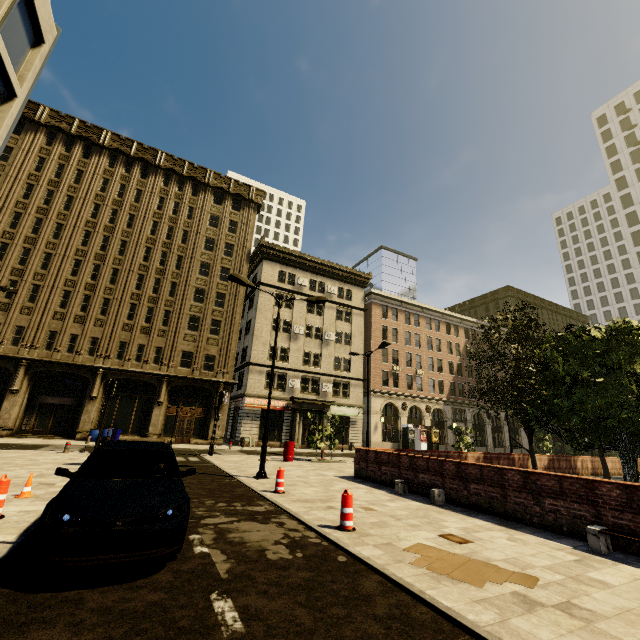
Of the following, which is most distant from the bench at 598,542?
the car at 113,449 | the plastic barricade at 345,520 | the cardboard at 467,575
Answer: the car at 113,449

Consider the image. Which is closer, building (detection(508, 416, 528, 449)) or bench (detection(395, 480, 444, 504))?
bench (detection(395, 480, 444, 504))

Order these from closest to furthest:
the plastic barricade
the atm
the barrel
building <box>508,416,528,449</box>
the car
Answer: the car < the plastic barricade < the barrel < the atm < building <box>508,416,528,449</box>

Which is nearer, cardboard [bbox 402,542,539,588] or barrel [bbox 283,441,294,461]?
cardboard [bbox 402,542,539,588]

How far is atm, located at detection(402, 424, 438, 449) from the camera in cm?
3819

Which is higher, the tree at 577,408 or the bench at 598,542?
the tree at 577,408

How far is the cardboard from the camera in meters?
4.5

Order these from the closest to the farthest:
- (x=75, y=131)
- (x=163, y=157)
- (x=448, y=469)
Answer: (x=448, y=469)
(x=75, y=131)
(x=163, y=157)
